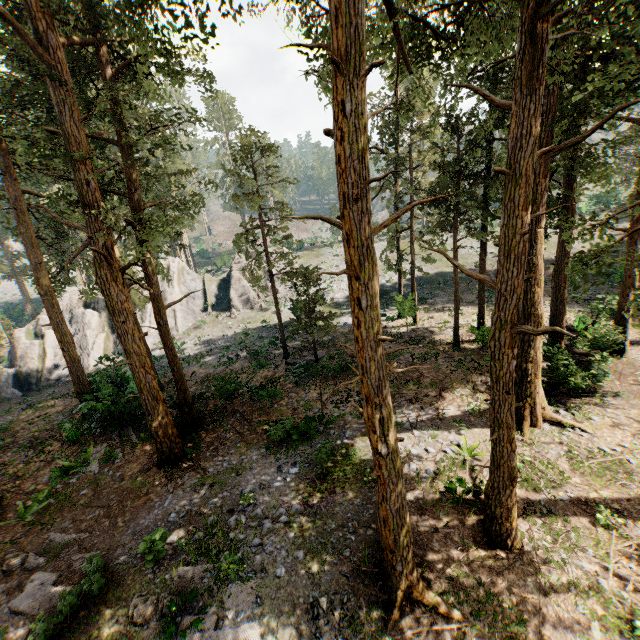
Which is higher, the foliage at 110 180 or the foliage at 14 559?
the foliage at 110 180

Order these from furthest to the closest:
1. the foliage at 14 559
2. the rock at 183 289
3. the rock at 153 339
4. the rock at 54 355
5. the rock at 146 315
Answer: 1. the rock at 183 289
2. the rock at 146 315
3. the rock at 153 339
4. the rock at 54 355
5. the foliage at 14 559

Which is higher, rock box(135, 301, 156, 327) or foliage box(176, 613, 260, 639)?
rock box(135, 301, 156, 327)

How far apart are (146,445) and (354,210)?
16.3 meters

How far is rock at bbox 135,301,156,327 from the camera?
34.2 meters

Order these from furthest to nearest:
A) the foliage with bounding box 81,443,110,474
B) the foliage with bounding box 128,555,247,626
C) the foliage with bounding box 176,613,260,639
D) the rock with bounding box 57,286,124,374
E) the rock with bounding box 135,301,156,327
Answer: the rock with bounding box 135,301,156,327, the rock with bounding box 57,286,124,374, the foliage with bounding box 81,443,110,474, the foliage with bounding box 128,555,247,626, the foliage with bounding box 176,613,260,639
